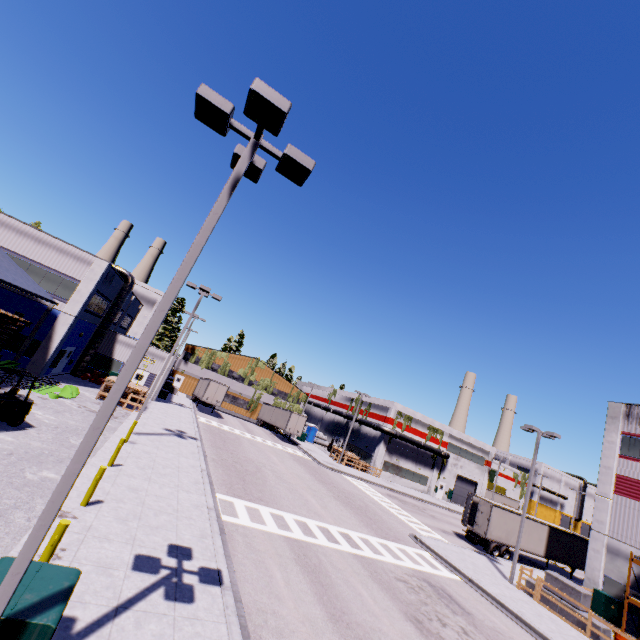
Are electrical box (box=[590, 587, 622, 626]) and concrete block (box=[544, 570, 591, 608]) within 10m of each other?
yes

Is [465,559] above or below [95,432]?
below

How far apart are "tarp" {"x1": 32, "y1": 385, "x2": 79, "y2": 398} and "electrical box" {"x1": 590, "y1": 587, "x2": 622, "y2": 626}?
37.8m

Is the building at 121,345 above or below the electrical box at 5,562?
above

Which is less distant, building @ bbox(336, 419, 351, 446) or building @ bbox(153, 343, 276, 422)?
building @ bbox(153, 343, 276, 422)

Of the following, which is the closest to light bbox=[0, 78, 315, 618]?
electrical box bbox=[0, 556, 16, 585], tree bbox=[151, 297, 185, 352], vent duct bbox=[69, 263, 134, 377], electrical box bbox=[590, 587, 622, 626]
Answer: electrical box bbox=[0, 556, 16, 585]

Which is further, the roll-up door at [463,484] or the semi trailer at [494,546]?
the roll-up door at [463,484]

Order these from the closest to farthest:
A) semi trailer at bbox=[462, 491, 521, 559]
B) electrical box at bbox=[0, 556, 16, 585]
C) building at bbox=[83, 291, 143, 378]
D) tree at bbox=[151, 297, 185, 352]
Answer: electrical box at bbox=[0, 556, 16, 585] < semi trailer at bbox=[462, 491, 521, 559] < building at bbox=[83, 291, 143, 378] < tree at bbox=[151, 297, 185, 352]
